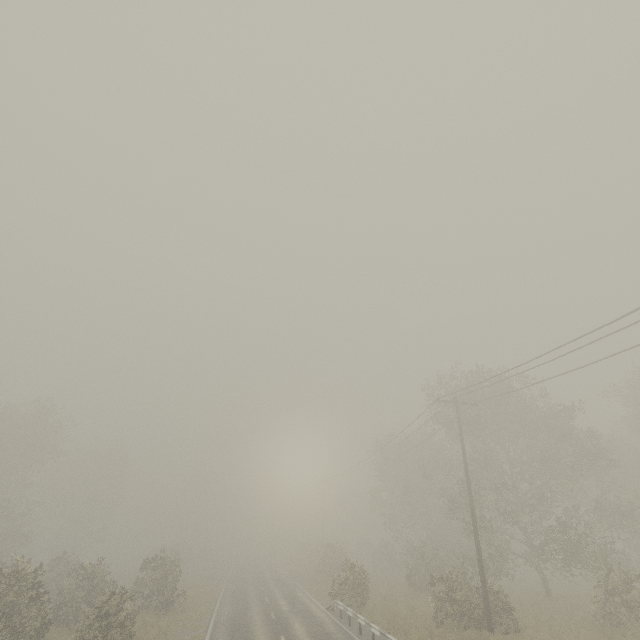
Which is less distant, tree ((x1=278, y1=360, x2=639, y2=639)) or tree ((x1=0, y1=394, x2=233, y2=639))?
tree ((x1=0, y1=394, x2=233, y2=639))

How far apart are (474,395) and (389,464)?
16.83m

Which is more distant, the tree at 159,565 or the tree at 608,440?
the tree at 608,440
